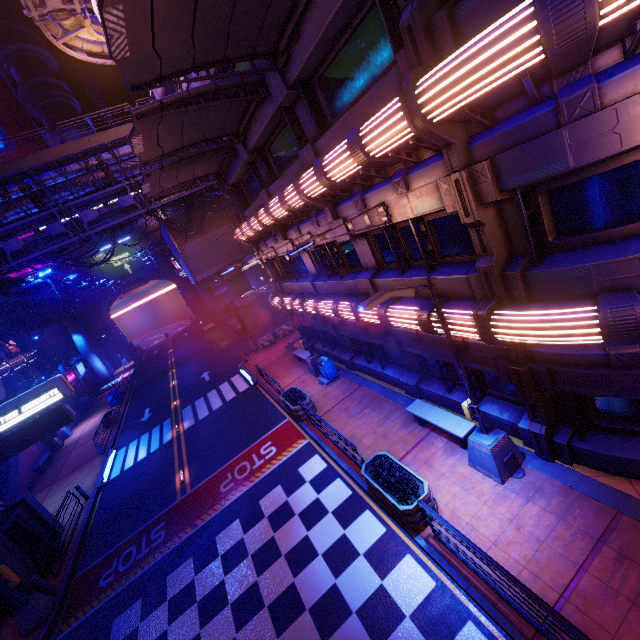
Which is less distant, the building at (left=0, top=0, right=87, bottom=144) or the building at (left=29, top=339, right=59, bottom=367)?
the building at (left=0, top=0, right=87, bottom=144)

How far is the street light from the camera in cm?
693

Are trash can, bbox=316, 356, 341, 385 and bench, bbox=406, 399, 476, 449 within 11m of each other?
yes

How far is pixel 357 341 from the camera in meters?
17.0 m

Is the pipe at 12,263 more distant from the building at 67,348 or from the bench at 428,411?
the bench at 428,411

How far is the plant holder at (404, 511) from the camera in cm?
816

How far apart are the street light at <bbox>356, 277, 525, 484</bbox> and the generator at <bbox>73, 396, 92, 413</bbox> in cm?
4204

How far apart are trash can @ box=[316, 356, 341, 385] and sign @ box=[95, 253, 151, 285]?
49.1m
